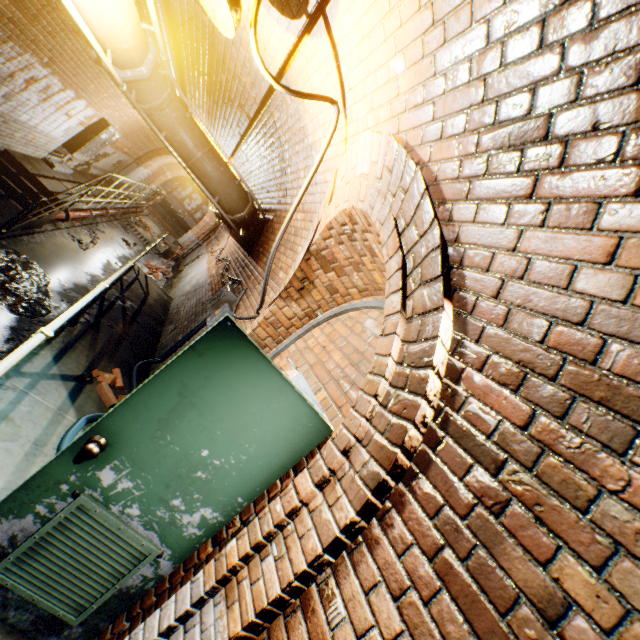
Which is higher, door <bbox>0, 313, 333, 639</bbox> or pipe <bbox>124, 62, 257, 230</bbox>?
pipe <bbox>124, 62, 257, 230</bbox>

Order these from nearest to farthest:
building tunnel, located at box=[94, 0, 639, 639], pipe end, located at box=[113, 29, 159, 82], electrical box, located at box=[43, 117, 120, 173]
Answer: building tunnel, located at box=[94, 0, 639, 639]
pipe end, located at box=[113, 29, 159, 82]
electrical box, located at box=[43, 117, 120, 173]

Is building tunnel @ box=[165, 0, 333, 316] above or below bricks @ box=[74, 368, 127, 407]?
above

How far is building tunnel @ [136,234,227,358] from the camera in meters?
6.0 m

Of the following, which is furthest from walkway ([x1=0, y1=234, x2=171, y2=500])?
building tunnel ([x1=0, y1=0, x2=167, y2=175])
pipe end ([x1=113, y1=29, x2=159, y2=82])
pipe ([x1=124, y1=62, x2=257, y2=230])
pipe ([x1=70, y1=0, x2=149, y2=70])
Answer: pipe end ([x1=113, y1=29, x2=159, y2=82])

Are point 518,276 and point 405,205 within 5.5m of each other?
yes

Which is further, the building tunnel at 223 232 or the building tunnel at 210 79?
the building tunnel at 223 232

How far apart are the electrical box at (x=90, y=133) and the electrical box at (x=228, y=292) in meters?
7.1
